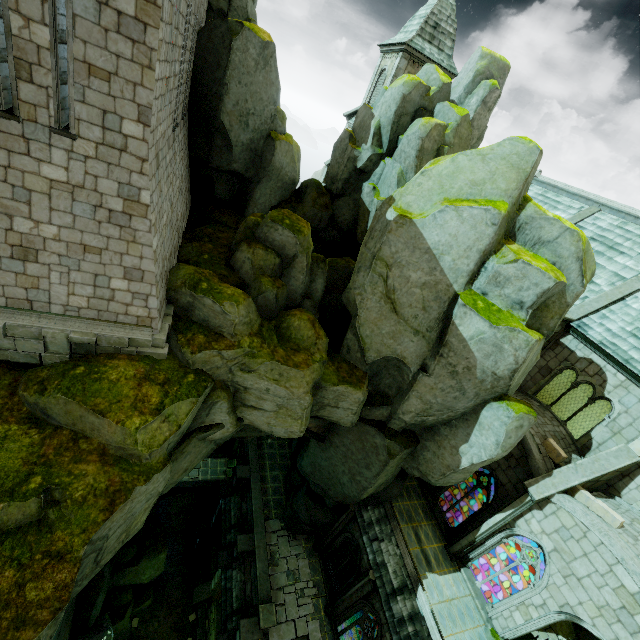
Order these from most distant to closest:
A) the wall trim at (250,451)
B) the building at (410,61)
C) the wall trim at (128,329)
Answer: the building at (410,61) → the wall trim at (250,451) → the wall trim at (128,329)

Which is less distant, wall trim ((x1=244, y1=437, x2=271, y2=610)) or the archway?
the archway

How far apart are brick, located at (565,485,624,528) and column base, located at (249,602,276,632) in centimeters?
1568cm

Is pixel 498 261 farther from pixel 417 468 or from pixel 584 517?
pixel 584 517

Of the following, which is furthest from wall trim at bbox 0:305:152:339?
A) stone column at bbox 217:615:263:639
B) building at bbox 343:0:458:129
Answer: building at bbox 343:0:458:129

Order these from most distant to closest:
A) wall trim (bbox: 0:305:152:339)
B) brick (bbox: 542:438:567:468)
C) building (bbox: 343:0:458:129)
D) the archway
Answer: building (bbox: 343:0:458:129) → the archway → brick (bbox: 542:438:567:468) → wall trim (bbox: 0:305:152:339)

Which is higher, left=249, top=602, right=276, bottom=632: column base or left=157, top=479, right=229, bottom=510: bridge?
left=249, top=602, right=276, bottom=632: column base

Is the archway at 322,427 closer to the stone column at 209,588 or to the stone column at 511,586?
the stone column at 209,588
